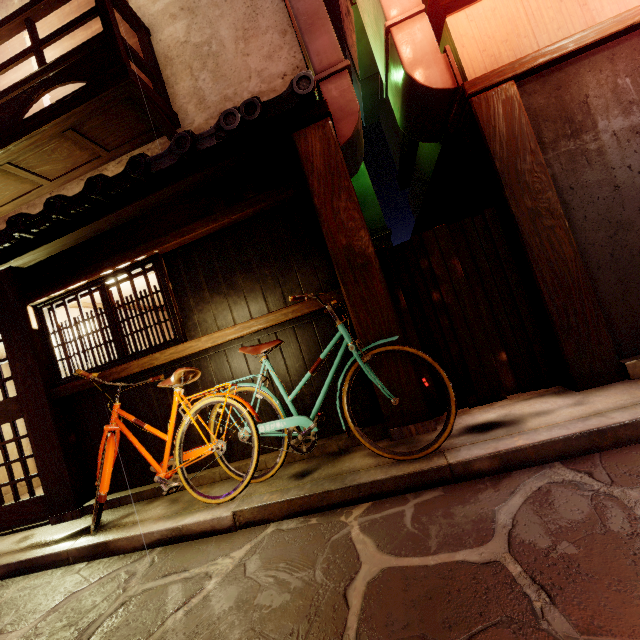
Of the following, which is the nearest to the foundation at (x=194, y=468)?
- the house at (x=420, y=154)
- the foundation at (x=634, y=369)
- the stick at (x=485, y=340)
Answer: the stick at (x=485, y=340)

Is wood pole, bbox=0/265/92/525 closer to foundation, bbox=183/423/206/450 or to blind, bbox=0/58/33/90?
foundation, bbox=183/423/206/450

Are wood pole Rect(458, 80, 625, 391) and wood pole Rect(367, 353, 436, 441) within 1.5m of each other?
no

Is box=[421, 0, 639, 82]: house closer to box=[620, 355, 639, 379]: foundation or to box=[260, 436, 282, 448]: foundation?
box=[260, 436, 282, 448]: foundation

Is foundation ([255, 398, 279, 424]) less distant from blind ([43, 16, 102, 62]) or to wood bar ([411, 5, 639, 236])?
wood bar ([411, 5, 639, 236])

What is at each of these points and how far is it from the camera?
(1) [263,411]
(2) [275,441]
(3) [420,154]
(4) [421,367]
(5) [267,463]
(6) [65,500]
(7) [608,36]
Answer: (1) foundation, 6.6m
(2) foundation, 6.5m
(3) house, 10.6m
(4) stick, 6.1m
(5) foundation, 6.3m
(6) wood pole, 7.1m
(7) wood bar, 5.0m

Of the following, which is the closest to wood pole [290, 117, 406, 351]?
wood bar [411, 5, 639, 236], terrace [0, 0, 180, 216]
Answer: wood bar [411, 5, 639, 236]

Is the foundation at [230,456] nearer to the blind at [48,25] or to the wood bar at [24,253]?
the wood bar at [24,253]
